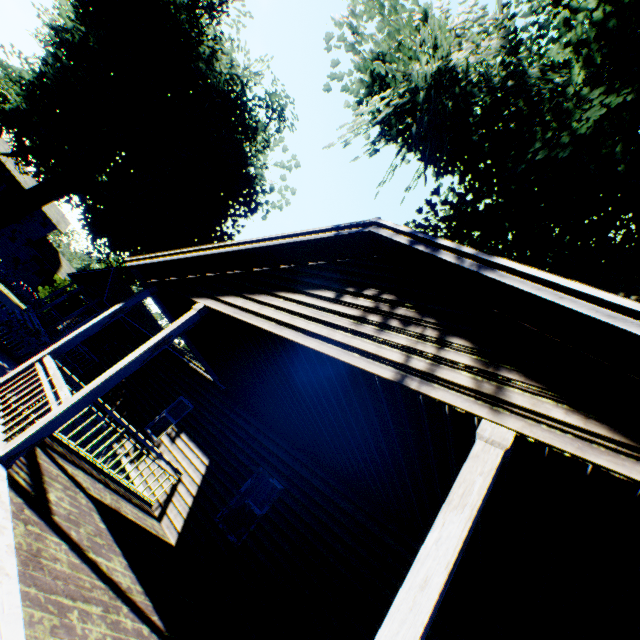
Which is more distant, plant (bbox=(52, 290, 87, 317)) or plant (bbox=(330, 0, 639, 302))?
plant (bbox=(52, 290, 87, 317))

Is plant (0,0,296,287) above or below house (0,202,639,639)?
above

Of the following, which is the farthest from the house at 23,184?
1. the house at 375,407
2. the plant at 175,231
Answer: the house at 375,407

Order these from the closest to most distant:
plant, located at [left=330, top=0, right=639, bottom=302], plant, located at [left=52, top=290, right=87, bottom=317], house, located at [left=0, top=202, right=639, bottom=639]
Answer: house, located at [left=0, top=202, right=639, bottom=639] < plant, located at [left=330, top=0, right=639, bottom=302] < plant, located at [left=52, top=290, right=87, bottom=317]

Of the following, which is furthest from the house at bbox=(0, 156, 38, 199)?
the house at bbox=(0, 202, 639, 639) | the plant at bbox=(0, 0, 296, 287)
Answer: the house at bbox=(0, 202, 639, 639)

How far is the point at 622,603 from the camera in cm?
298

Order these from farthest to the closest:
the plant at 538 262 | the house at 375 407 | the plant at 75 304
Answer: the plant at 75 304 → the plant at 538 262 → the house at 375 407
